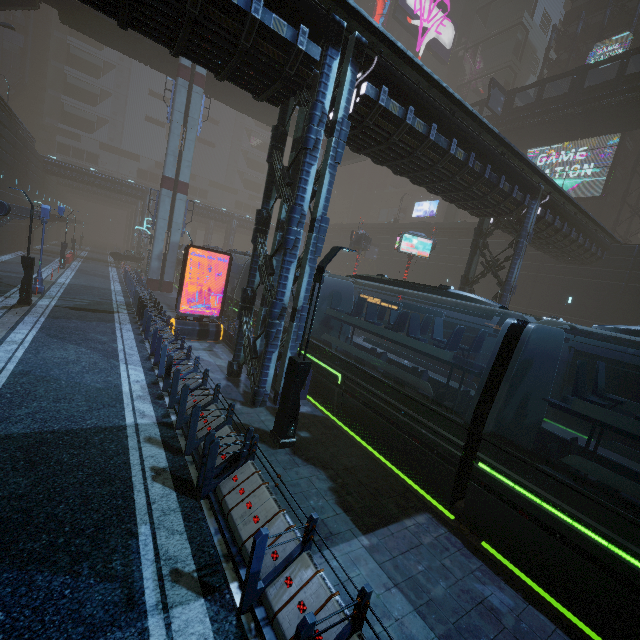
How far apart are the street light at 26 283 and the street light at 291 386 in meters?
15.8 m

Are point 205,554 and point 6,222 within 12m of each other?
no

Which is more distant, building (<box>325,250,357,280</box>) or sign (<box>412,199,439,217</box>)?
sign (<box>412,199,439,217</box>)

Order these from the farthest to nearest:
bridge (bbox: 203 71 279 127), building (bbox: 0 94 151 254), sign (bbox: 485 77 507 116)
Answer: sign (bbox: 485 77 507 116) → bridge (bbox: 203 71 279 127) → building (bbox: 0 94 151 254)

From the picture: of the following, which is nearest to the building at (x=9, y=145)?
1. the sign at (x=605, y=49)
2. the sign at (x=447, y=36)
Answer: the sign at (x=447, y=36)

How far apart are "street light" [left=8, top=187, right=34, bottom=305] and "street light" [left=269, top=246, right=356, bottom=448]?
15.85m

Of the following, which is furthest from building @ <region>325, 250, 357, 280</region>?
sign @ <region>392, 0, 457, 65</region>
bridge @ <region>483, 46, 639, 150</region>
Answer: bridge @ <region>483, 46, 639, 150</region>

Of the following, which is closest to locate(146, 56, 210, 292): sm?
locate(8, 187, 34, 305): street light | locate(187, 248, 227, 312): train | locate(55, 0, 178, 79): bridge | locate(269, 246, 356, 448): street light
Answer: locate(55, 0, 178, 79): bridge
